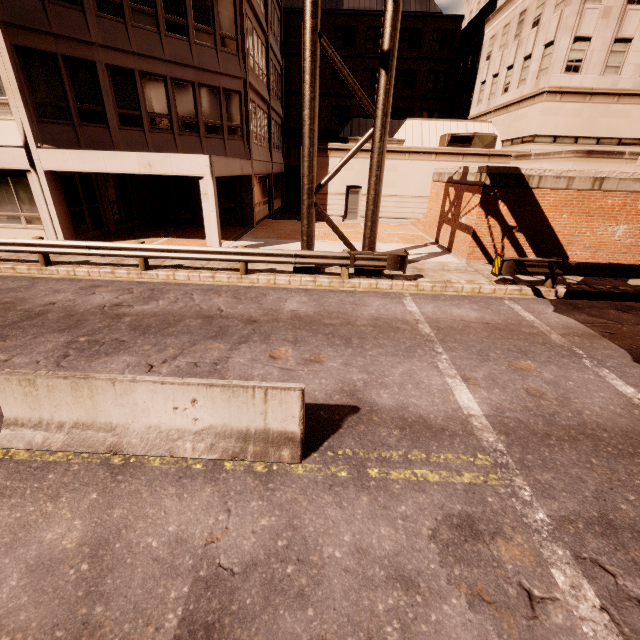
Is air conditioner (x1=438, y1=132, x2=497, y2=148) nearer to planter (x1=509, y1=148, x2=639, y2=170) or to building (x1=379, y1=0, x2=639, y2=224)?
building (x1=379, y1=0, x2=639, y2=224)

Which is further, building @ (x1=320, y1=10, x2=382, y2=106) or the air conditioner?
building @ (x1=320, y1=10, x2=382, y2=106)

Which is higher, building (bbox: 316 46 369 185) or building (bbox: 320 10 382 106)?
building (bbox: 320 10 382 106)

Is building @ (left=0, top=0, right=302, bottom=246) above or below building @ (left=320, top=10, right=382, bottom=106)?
below

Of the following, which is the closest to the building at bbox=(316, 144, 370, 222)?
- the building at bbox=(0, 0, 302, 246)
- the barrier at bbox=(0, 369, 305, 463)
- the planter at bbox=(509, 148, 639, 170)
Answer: the building at bbox=(0, 0, 302, 246)

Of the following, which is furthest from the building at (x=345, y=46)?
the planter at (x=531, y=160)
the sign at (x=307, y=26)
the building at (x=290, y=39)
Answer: the sign at (x=307, y=26)

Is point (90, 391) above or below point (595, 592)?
above

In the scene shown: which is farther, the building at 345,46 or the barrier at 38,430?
the building at 345,46
